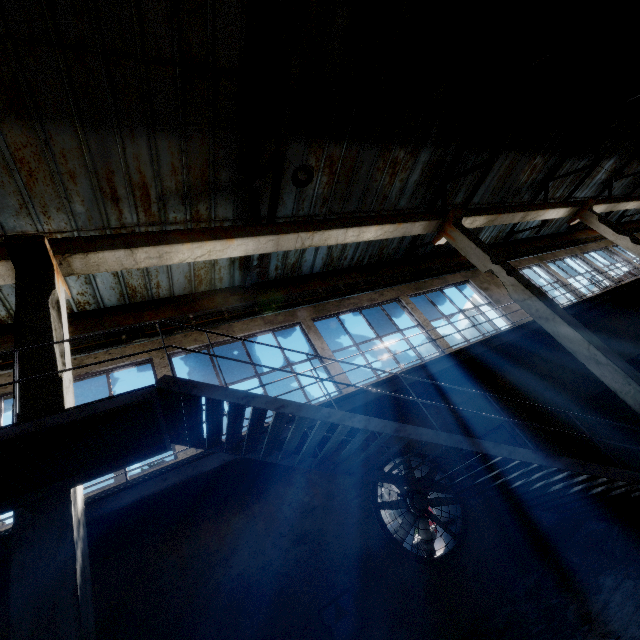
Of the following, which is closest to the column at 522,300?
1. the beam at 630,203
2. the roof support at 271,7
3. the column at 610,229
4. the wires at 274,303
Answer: the beam at 630,203

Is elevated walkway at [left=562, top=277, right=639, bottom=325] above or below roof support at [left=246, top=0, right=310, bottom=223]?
below

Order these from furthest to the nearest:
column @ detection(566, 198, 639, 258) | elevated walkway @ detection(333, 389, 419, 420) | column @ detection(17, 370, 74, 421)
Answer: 1. column @ detection(566, 198, 639, 258)
2. elevated walkway @ detection(333, 389, 419, 420)
3. column @ detection(17, 370, 74, 421)

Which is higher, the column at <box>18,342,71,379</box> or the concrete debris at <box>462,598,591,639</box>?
the column at <box>18,342,71,379</box>

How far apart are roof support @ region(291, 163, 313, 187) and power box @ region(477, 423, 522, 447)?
6.9 meters

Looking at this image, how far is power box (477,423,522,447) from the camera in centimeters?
795cm

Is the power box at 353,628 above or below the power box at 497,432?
below

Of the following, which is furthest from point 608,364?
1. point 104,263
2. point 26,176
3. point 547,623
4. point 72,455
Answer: point 26,176
